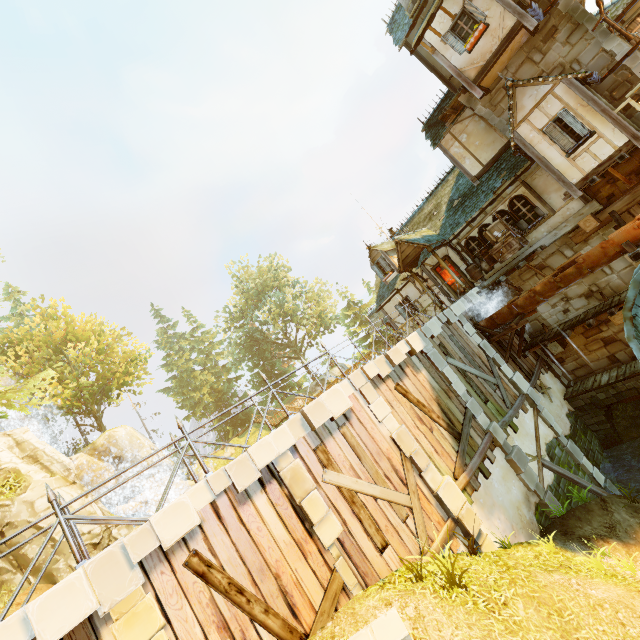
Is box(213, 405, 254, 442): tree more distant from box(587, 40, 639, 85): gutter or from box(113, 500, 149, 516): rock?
box(587, 40, 639, 85): gutter

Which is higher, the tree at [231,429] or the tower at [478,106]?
the tower at [478,106]

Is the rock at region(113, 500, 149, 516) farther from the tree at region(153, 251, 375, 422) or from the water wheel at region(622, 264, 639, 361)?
the water wheel at region(622, 264, 639, 361)

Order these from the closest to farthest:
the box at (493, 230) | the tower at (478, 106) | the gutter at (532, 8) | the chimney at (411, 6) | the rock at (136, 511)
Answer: the gutter at (532, 8)
the tower at (478, 106)
the box at (493, 230)
the chimney at (411, 6)
the rock at (136, 511)

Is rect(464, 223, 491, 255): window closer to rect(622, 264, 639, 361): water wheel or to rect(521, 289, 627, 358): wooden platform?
rect(622, 264, 639, 361): water wheel

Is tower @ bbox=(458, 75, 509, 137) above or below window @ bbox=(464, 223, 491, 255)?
above

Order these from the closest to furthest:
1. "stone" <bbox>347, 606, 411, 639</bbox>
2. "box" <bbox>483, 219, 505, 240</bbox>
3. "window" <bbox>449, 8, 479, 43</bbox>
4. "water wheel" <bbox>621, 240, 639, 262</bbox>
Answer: "stone" <bbox>347, 606, 411, 639</bbox>
"water wheel" <bbox>621, 240, 639, 262</bbox>
"window" <bbox>449, 8, 479, 43</bbox>
"box" <bbox>483, 219, 505, 240</bbox>

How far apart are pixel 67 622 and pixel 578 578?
9.88m
